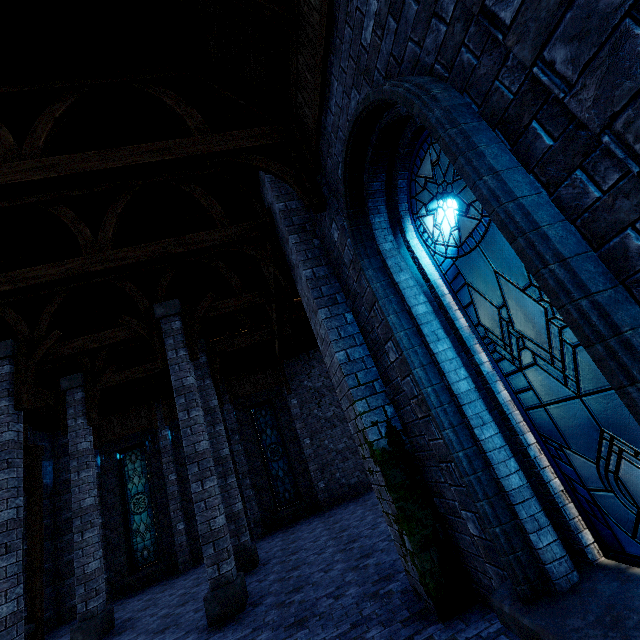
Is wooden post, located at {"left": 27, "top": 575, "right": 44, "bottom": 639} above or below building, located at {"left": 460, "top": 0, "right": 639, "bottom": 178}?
below

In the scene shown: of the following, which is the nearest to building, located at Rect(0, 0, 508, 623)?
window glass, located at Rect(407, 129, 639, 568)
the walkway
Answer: the walkway

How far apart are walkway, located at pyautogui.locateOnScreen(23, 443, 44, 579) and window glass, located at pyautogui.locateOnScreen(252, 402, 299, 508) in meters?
8.2

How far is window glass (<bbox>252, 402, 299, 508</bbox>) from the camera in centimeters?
1446cm

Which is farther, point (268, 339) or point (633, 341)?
point (268, 339)

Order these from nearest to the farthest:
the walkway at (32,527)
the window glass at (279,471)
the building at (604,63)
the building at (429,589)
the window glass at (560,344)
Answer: the building at (604,63) < the window glass at (560,344) < the building at (429,589) < the walkway at (32,527) < the window glass at (279,471)

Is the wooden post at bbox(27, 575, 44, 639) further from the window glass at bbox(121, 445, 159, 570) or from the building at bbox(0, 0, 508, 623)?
the window glass at bbox(121, 445, 159, 570)

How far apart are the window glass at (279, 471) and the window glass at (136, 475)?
4.9m
